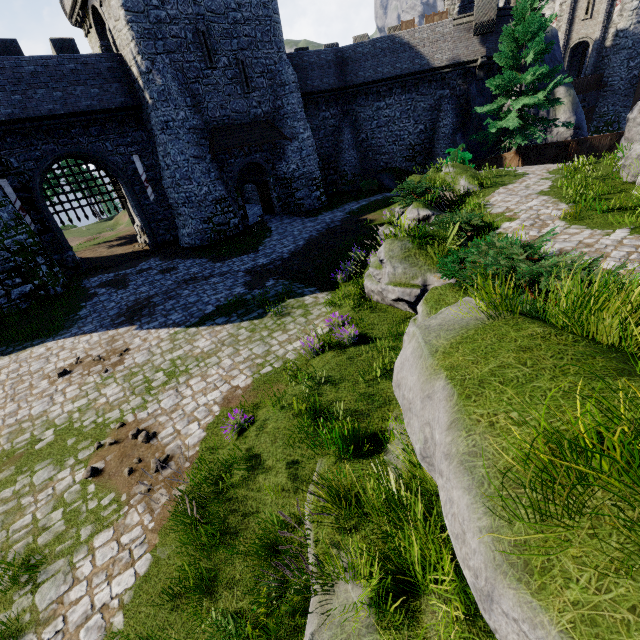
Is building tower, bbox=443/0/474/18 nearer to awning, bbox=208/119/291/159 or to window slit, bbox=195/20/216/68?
awning, bbox=208/119/291/159

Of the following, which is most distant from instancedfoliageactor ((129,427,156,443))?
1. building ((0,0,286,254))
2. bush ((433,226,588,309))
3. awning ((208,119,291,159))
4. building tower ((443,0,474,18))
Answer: building tower ((443,0,474,18))

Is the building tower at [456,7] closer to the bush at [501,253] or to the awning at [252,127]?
the awning at [252,127]

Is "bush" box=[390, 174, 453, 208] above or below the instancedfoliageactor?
above

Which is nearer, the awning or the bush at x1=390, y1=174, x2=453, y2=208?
the bush at x1=390, y1=174, x2=453, y2=208

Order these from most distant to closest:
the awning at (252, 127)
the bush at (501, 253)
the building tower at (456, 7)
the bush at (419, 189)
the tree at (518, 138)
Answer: the building tower at (456, 7), the awning at (252, 127), the tree at (518, 138), the bush at (419, 189), the bush at (501, 253)

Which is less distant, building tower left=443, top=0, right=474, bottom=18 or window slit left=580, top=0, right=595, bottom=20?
building tower left=443, top=0, right=474, bottom=18

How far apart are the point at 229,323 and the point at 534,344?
9.7 meters
